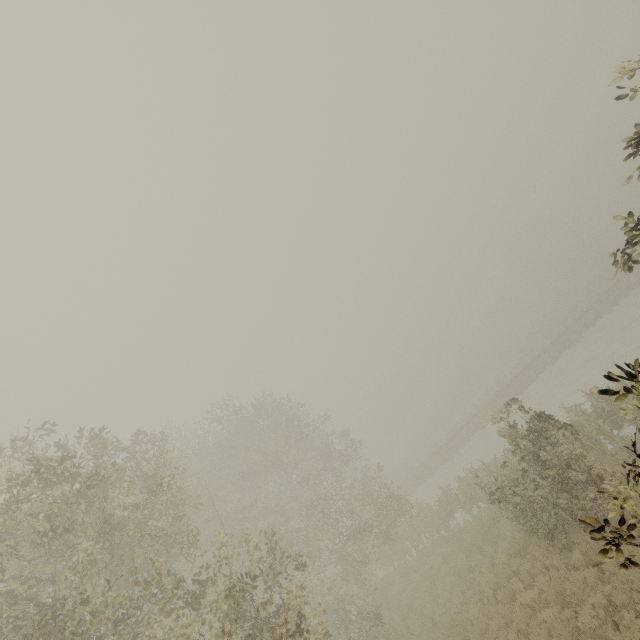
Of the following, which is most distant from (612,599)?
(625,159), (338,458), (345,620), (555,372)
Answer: (555,372)

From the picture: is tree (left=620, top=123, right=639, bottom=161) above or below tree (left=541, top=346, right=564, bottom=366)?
above

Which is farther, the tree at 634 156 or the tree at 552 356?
the tree at 552 356

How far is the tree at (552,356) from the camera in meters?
33.9

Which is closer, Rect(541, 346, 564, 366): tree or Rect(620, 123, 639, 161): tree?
Rect(620, 123, 639, 161): tree

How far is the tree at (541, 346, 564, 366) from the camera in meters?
33.9
